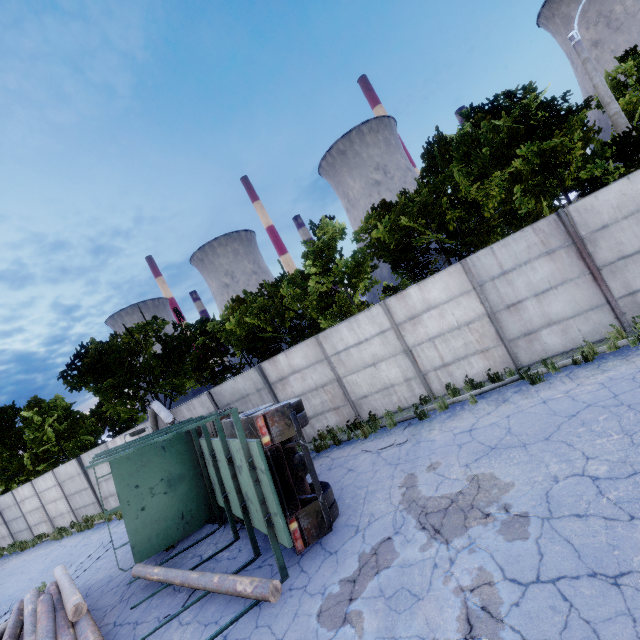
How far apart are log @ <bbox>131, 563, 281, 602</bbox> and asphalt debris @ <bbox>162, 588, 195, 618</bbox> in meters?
0.2 m

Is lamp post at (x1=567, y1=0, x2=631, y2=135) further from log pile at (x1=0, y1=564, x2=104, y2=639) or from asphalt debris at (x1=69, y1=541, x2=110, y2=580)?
asphalt debris at (x1=69, y1=541, x2=110, y2=580)

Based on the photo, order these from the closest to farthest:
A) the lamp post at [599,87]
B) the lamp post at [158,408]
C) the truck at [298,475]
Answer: the truck at [298,475], the lamp post at [599,87], the lamp post at [158,408]

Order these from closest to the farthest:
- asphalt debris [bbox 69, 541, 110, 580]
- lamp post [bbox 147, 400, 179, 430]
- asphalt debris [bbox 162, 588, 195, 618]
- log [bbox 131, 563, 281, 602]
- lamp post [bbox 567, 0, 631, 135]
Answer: log [bbox 131, 563, 281, 602] → asphalt debris [bbox 162, 588, 195, 618] → lamp post [bbox 567, 0, 631, 135] → asphalt debris [bbox 69, 541, 110, 580] → lamp post [bbox 147, 400, 179, 430]

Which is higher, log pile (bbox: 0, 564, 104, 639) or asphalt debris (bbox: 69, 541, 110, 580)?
log pile (bbox: 0, 564, 104, 639)

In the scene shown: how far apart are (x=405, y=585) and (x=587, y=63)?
16.3 meters

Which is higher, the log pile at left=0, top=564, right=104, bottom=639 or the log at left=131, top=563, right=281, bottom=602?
the log pile at left=0, top=564, right=104, bottom=639

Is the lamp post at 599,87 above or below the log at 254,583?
above
